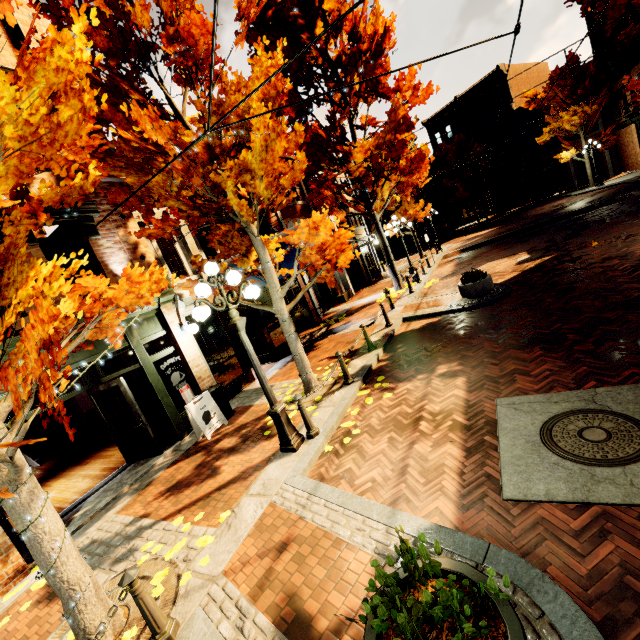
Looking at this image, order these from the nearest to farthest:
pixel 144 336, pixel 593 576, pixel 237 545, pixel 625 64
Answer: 1. pixel 593 576
2. pixel 237 545
3. pixel 144 336
4. pixel 625 64

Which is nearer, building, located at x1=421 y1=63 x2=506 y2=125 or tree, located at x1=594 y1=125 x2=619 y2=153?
tree, located at x1=594 y1=125 x2=619 y2=153

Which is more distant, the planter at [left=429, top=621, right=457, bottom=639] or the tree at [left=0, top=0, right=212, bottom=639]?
the tree at [left=0, top=0, right=212, bottom=639]

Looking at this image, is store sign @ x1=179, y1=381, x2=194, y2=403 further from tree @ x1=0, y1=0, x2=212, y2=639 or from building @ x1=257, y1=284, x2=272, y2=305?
tree @ x1=0, y1=0, x2=212, y2=639

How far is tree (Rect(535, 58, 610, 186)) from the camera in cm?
2508

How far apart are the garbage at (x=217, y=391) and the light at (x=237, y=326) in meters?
3.2 m

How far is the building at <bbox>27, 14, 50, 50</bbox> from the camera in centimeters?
750cm

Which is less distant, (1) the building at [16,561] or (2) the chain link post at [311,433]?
(1) the building at [16,561]
